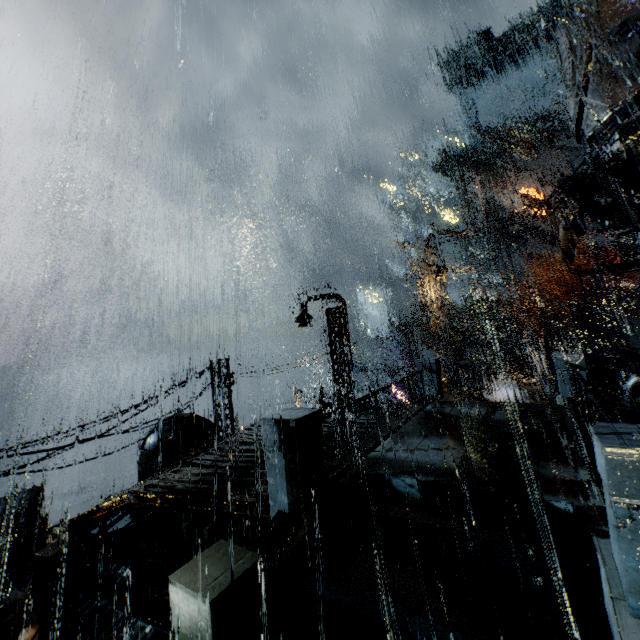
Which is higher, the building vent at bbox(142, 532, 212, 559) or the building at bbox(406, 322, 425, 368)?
the building at bbox(406, 322, 425, 368)

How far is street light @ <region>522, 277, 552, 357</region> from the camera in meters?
23.2

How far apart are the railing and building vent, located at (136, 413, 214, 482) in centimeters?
1652cm

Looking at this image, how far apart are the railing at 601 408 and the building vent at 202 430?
16.5m

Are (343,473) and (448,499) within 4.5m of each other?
yes

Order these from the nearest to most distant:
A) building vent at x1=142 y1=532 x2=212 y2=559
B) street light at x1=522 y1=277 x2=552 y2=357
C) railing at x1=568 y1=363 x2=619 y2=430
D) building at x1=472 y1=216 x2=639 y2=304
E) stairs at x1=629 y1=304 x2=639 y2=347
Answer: railing at x1=568 y1=363 x2=619 y2=430, building vent at x1=142 y1=532 x2=212 y2=559, street light at x1=522 y1=277 x2=552 y2=357, stairs at x1=629 y1=304 x2=639 y2=347, building at x1=472 y1=216 x2=639 y2=304

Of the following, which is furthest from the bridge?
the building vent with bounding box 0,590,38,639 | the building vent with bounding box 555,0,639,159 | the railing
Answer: the building vent with bounding box 0,590,38,639
